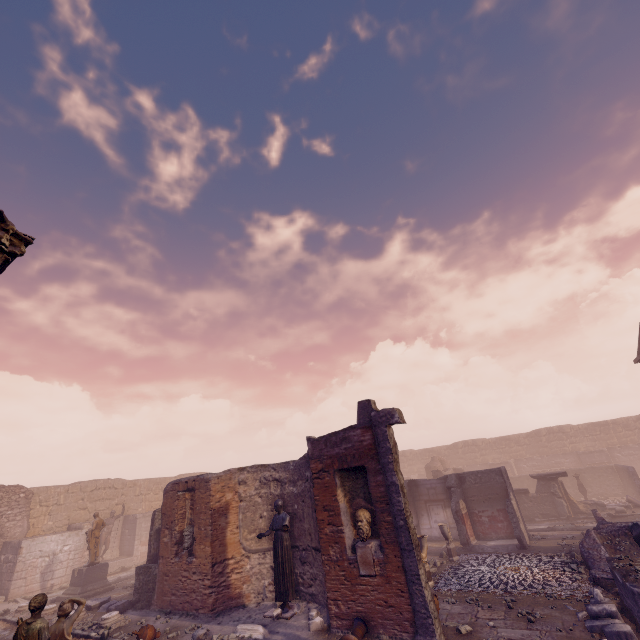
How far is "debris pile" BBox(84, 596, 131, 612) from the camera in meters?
11.7

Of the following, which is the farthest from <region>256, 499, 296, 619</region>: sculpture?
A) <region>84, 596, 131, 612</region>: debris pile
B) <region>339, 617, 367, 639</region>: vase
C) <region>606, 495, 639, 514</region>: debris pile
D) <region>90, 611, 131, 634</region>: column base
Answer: <region>606, 495, 639, 514</region>: debris pile

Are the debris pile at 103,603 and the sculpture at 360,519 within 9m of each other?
no

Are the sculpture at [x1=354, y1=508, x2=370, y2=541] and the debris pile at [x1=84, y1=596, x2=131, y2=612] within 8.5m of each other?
no

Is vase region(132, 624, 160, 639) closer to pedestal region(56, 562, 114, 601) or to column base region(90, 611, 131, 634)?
column base region(90, 611, 131, 634)

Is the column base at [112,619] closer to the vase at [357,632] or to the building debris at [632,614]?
the vase at [357,632]

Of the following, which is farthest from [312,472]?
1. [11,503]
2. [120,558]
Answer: [11,503]

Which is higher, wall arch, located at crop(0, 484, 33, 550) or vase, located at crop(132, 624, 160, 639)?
wall arch, located at crop(0, 484, 33, 550)
